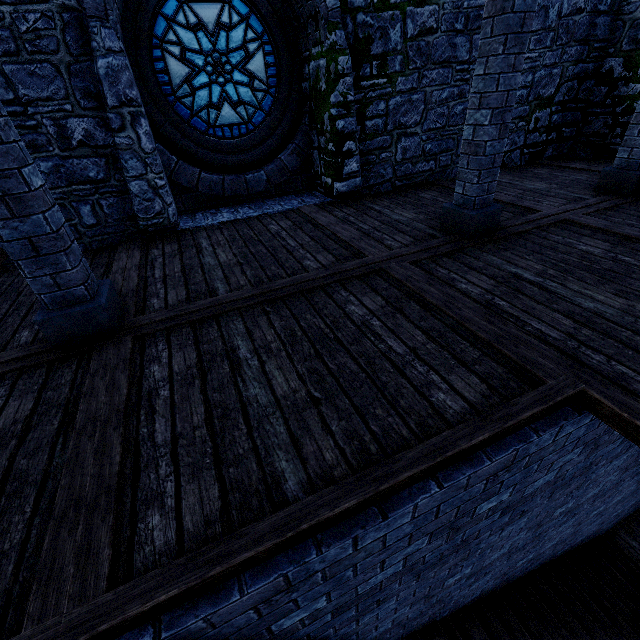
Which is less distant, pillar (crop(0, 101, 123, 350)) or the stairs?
pillar (crop(0, 101, 123, 350))

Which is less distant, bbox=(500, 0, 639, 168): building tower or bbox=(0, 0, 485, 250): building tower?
bbox=(0, 0, 485, 250): building tower

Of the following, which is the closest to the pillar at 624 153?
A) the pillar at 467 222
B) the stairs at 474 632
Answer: the pillar at 467 222

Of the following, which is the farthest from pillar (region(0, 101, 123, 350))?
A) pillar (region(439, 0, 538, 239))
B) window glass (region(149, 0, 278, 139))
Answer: window glass (region(149, 0, 278, 139))

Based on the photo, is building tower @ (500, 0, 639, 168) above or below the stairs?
above

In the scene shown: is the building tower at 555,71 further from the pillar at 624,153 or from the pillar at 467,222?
the pillar at 467,222

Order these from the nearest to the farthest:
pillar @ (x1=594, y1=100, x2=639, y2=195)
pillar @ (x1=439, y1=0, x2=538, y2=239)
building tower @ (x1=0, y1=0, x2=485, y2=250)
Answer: pillar @ (x1=439, y1=0, x2=538, y2=239) < building tower @ (x1=0, y1=0, x2=485, y2=250) < pillar @ (x1=594, y1=100, x2=639, y2=195)

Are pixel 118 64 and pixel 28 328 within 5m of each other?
yes
